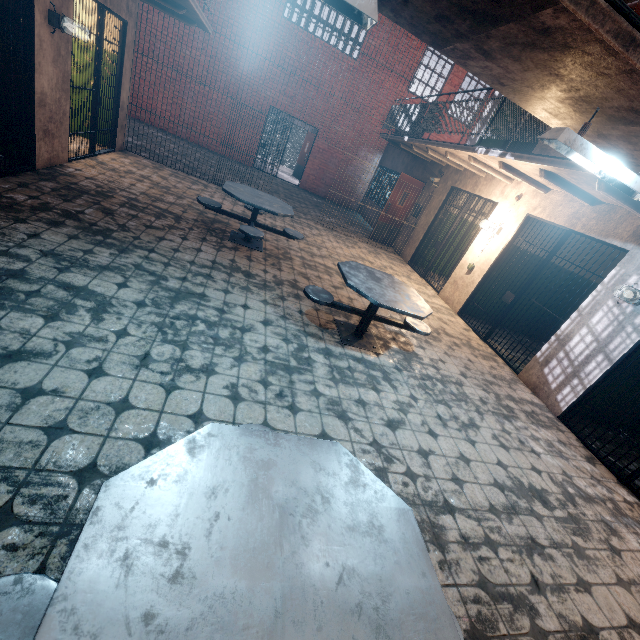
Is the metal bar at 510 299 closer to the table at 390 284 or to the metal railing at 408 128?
the metal railing at 408 128

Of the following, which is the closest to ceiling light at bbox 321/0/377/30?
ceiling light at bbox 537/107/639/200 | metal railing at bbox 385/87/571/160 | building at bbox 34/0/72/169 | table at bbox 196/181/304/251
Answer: metal railing at bbox 385/87/571/160

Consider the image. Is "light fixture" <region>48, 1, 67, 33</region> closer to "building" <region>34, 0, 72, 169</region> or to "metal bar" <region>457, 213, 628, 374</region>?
"building" <region>34, 0, 72, 169</region>

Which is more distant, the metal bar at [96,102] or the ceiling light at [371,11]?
the metal bar at [96,102]

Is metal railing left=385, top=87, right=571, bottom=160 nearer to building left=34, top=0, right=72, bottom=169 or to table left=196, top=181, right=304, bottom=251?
building left=34, top=0, right=72, bottom=169

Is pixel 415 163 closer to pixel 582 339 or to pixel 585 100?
pixel 582 339

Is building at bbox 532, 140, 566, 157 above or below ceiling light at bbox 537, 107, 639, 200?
above

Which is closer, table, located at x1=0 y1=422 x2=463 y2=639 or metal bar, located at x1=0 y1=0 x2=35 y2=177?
table, located at x1=0 y1=422 x2=463 y2=639
